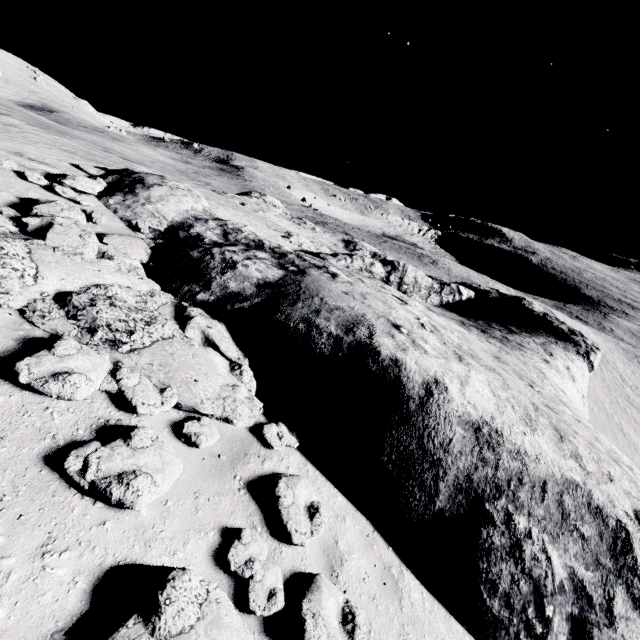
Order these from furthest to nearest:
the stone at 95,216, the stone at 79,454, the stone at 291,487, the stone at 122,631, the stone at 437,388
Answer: the stone at 95,216
the stone at 437,388
the stone at 291,487
the stone at 79,454
the stone at 122,631

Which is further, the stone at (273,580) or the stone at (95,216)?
the stone at (95,216)

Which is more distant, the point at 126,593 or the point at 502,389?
the point at 502,389

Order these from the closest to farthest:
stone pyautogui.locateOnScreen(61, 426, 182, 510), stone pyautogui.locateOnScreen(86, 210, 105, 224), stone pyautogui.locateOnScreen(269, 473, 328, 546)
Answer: stone pyautogui.locateOnScreen(61, 426, 182, 510), stone pyautogui.locateOnScreen(269, 473, 328, 546), stone pyautogui.locateOnScreen(86, 210, 105, 224)

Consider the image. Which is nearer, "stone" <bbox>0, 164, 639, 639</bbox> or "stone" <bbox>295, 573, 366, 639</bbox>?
"stone" <bbox>295, 573, 366, 639</bbox>

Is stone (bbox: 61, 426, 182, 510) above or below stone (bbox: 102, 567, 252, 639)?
above

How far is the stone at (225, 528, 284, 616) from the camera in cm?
344
